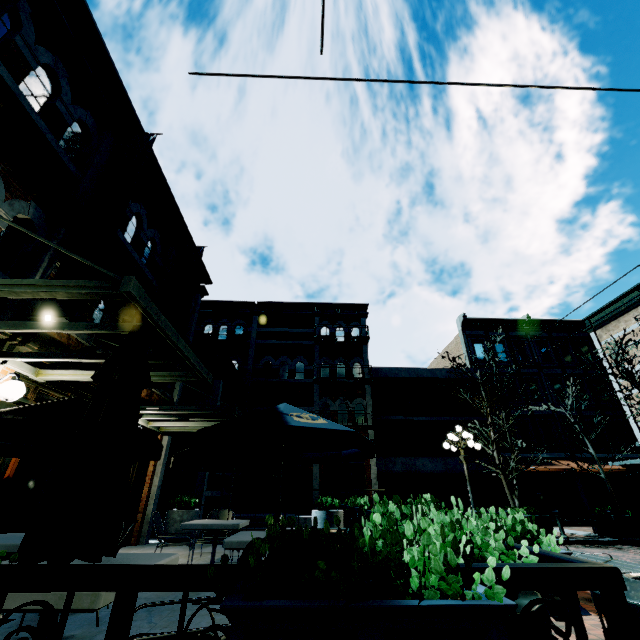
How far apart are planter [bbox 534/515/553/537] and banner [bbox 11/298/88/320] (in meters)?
14.21

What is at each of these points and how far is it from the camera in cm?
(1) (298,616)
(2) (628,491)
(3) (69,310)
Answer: (1) planter, 98
(2) building, 1984
(3) banner, 535

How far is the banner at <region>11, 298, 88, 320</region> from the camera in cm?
526

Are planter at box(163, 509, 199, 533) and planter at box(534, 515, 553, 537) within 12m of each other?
yes

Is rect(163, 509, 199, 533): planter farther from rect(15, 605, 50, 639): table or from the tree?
the tree

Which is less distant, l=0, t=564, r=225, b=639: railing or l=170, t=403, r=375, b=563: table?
l=0, t=564, r=225, b=639: railing

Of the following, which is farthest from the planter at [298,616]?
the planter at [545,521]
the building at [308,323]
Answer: the planter at [545,521]

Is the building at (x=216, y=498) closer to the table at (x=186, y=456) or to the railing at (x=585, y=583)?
the railing at (x=585, y=583)
